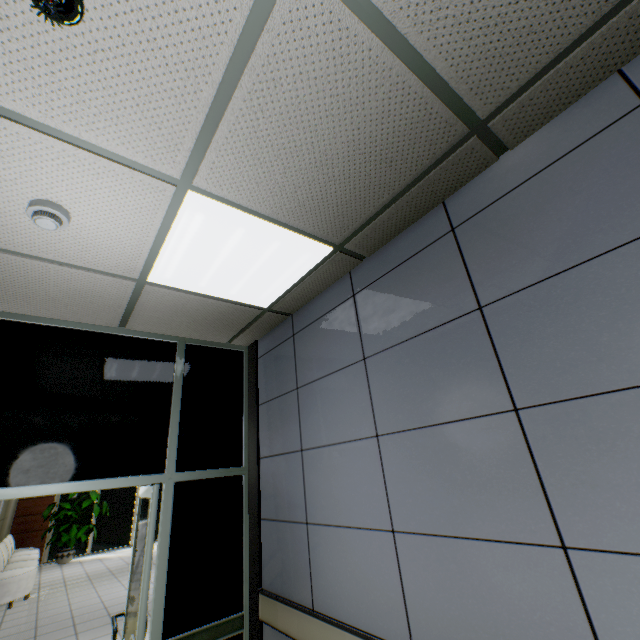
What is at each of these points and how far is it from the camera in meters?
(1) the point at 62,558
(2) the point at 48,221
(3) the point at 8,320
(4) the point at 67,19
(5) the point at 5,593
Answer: (1) flower pot, 10.3
(2) fire alarm, 1.6
(3) doorway, 2.5
(4) fire alarm, 1.0
(5) sofa, 6.5

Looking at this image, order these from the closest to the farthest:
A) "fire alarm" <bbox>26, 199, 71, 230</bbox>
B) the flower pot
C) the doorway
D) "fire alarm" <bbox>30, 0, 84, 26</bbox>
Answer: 1. "fire alarm" <bbox>30, 0, 84, 26</bbox>
2. "fire alarm" <bbox>26, 199, 71, 230</bbox>
3. the doorway
4. the flower pot

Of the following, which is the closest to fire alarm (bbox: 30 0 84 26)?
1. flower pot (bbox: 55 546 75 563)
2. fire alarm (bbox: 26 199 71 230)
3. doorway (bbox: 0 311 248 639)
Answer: fire alarm (bbox: 26 199 71 230)

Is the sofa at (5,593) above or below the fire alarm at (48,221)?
below

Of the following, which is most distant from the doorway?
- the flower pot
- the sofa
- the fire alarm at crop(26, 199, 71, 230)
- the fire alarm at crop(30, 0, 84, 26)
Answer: the flower pot

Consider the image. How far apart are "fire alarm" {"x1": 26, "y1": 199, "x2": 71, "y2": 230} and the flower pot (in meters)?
13.65

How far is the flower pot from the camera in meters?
10.3 m

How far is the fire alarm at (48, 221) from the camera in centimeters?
156cm
